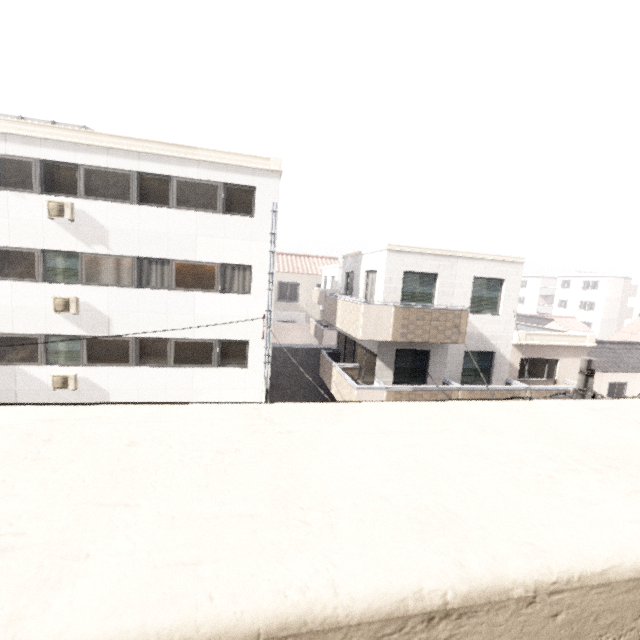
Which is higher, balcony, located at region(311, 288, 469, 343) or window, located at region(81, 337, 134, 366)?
balcony, located at region(311, 288, 469, 343)

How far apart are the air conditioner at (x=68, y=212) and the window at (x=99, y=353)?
3.96m

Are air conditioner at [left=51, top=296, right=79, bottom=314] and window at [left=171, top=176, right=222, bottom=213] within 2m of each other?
no

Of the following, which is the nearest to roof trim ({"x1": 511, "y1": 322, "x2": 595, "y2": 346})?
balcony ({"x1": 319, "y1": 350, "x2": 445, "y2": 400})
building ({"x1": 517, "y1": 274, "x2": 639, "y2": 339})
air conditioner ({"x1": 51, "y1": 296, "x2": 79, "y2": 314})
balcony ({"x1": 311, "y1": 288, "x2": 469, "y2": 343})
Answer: balcony ({"x1": 319, "y1": 350, "x2": 445, "y2": 400})

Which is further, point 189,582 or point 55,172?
point 55,172

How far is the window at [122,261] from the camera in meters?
11.5

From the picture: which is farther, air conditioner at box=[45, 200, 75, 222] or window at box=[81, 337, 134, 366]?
window at box=[81, 337, 134, 366]

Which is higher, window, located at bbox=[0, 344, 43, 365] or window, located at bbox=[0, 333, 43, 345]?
window, located at bbox=[0, 333, 43, 345]
